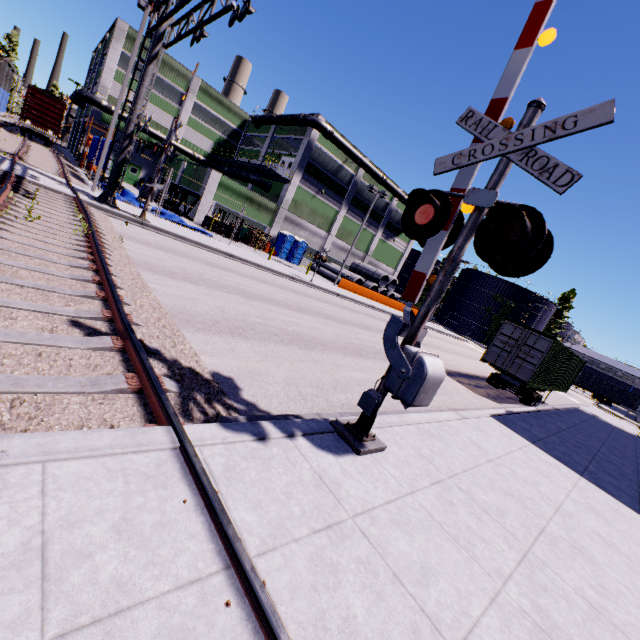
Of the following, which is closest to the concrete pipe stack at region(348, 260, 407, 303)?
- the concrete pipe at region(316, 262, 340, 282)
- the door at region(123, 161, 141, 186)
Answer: the concrete pipe at region(316, 262, 340, 282)

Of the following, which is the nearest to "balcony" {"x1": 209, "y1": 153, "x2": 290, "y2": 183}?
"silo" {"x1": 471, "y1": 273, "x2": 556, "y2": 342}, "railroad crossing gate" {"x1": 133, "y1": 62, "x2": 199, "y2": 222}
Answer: "railroad crossing gate" {"x1": 133, "y1": 62, "x2": 199, "y2": 222}

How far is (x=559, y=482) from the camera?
7.3m

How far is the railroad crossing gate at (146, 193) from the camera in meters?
14.7

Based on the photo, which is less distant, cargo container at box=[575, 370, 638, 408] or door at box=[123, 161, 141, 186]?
door at box=[123, 161, 141, 186]

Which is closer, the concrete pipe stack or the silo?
the concrete pipe stack

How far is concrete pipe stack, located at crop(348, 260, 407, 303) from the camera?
40.47m

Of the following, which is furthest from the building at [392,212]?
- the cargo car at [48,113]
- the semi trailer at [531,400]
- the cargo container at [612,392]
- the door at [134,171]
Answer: the semi trailer at [531,400]
